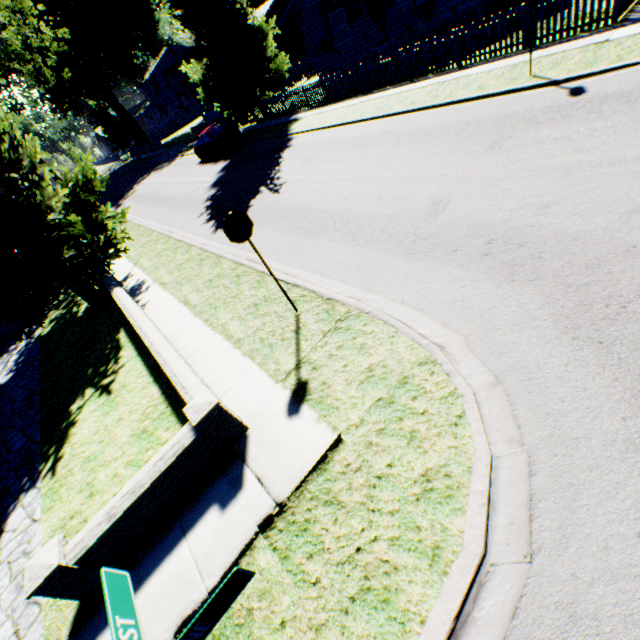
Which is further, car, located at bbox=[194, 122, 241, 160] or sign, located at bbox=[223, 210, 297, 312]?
car, located at bbox=[194, 122, 241, 160]

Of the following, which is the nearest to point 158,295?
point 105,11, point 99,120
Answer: point 99,120

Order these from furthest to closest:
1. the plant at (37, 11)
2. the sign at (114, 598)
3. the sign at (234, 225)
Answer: the plant at (37, 11) < the sign at (234, 225) < the sign at (114, 598)

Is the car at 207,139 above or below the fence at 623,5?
above

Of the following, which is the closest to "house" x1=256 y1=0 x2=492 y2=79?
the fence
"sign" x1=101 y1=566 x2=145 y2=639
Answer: the fence

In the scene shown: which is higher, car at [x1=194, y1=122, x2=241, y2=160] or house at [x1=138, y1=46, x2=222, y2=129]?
house at [x1=138, y1=46, x2=222, y2=129]

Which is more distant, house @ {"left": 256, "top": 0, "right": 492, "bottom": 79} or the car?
the car

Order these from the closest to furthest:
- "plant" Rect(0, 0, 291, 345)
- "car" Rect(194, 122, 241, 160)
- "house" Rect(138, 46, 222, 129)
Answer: "plant" Rect(0, 0, 291, 345) → "car" Rect(194, 122, 241, 160) → "house" Rect(138, 46, 222, 129)
